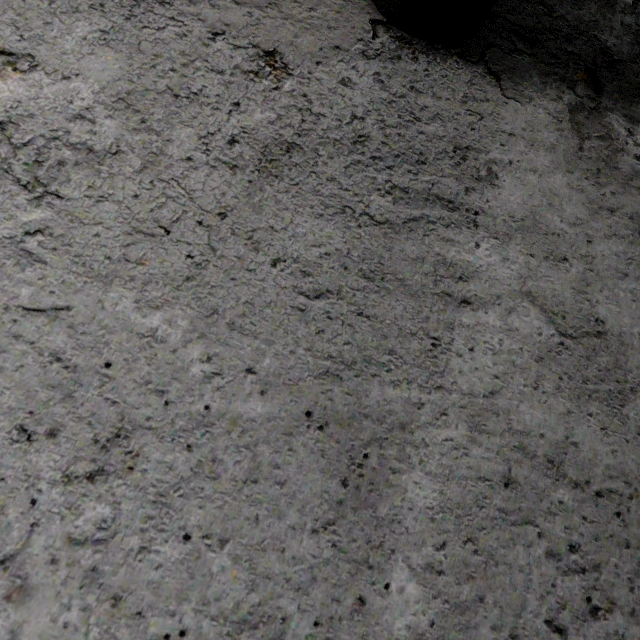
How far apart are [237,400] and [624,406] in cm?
138
